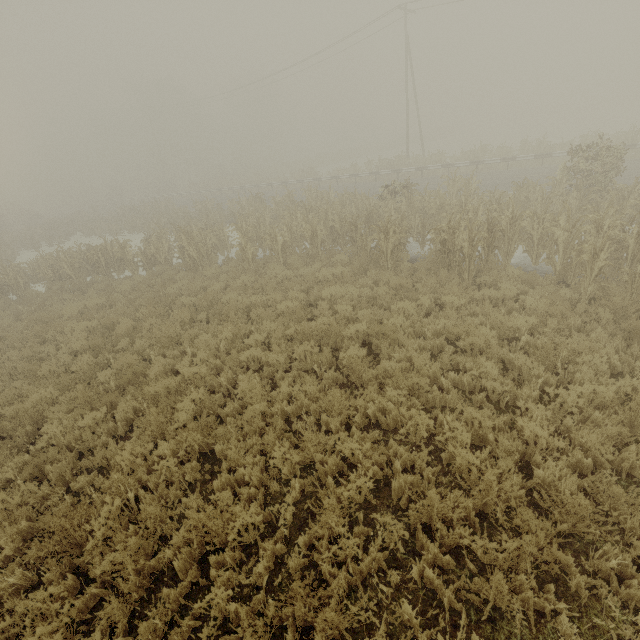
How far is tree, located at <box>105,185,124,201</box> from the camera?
52.8m

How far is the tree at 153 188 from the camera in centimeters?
5200cm

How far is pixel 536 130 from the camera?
50.12m

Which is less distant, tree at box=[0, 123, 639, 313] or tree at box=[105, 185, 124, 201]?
tree at box=[0, 123, 639, 313]

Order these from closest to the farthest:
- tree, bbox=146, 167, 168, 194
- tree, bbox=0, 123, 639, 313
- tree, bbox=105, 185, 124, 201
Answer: tree, bbox=0, 123, 639, 313 < tree, bbox=146, 167, 168, 194 < tree, bbox=105, 185, 124, 201

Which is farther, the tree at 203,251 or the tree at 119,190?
the tree at 119,190

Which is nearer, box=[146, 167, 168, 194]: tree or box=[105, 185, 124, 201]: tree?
box=[146, 167, 168, 194]: tree
